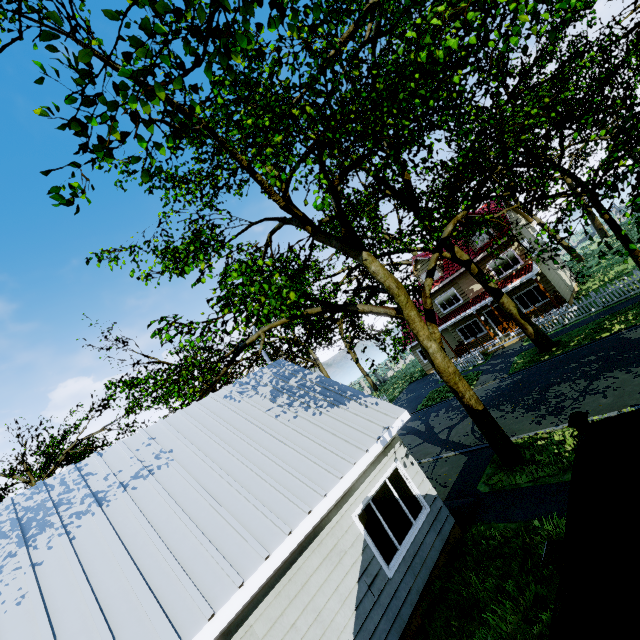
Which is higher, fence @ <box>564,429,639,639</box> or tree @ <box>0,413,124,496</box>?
tree @ <box>0,413,124,496</box>

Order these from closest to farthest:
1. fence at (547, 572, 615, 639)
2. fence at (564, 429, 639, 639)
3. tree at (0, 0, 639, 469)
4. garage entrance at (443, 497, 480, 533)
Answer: fence at (547, 572, 615, 639) → fence at (564, 429, 639, 639) → tree at (0, 0, 639, 469) → garage entrance at (443, 497, 480, 533)

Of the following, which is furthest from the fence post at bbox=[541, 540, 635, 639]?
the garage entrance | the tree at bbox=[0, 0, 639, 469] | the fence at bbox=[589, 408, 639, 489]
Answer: the garage entrance

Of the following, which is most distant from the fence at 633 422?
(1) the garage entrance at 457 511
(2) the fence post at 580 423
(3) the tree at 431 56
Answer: (1) the garage entrance at 457 511

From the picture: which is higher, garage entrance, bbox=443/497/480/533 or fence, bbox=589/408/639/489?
fence, bbox=589/408/639/489

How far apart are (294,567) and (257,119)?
9.42m

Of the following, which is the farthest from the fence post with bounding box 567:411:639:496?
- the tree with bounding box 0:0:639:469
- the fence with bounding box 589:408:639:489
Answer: the tree with bounding box 0:0:639:469

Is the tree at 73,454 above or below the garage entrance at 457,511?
above
